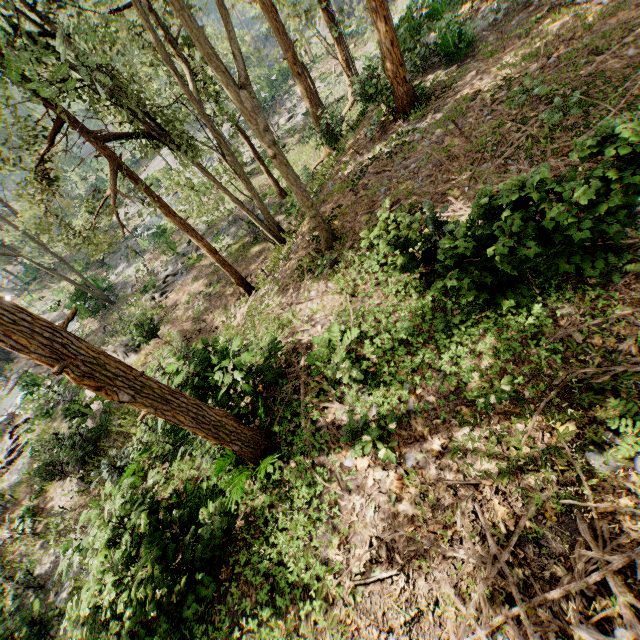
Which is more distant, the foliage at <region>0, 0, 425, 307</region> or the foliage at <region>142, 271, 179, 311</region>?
the foliage at <region>142, 271, 179, 311</region>

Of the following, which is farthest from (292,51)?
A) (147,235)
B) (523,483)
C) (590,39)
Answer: (147,235)

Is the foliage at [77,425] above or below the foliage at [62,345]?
below

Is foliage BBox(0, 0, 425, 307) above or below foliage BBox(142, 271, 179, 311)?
above

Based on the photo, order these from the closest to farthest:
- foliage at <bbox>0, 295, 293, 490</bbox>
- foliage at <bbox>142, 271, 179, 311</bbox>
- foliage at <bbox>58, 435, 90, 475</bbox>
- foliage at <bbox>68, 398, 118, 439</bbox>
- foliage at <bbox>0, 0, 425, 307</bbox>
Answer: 1. foliage at <bbox>0, 295, 293, 490</bbox>
2. foliage at <bbox>0, 0, 425, 307</bbox>
3. foliage at <bbox>58, 435, 90, 475</bbox>
4. foliage at <bbox>68, 398, 118, 439</bbox>
5. foliage at <bbox>142, 271, 179, 311</bbox>

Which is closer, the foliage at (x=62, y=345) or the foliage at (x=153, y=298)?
the foliage at (x=62, y=345)
